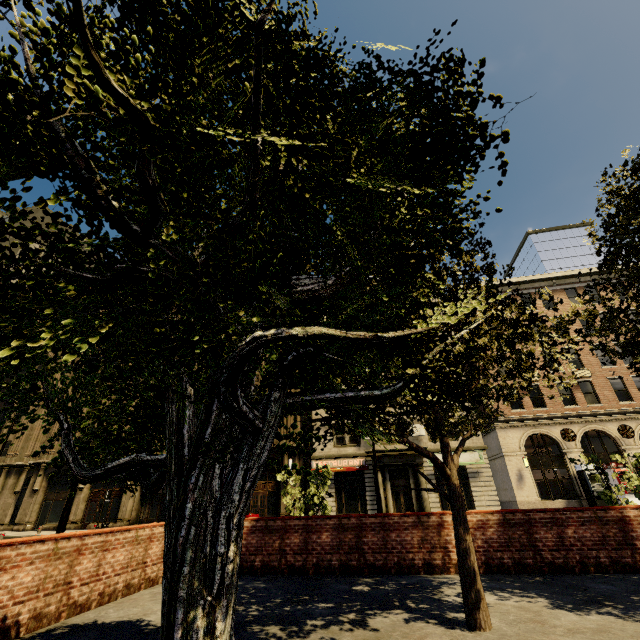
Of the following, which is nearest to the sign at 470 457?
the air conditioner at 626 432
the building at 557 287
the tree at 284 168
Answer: the building at 557 287

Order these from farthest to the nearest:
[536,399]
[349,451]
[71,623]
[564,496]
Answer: [536,399] → [349,451] → [564,496] → [71,623]

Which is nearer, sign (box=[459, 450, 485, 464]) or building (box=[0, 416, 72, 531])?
sign (box=[459, 450, 485, 464])

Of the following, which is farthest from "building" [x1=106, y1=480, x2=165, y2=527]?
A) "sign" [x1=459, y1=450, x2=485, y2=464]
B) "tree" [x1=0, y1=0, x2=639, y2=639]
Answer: "tree" [x1=0, y1=0, x2=639, y2=639]

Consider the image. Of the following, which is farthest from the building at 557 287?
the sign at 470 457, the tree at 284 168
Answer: the tree at 284 168

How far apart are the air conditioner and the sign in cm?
994

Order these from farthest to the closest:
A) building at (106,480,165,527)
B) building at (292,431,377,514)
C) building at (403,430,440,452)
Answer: building at (106,480,165,527) < building at (403,430,440,452) < building at (292,431,377,514)

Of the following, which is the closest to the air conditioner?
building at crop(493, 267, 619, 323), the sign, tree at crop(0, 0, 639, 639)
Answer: building at crop(493, 267, 619, 323)
